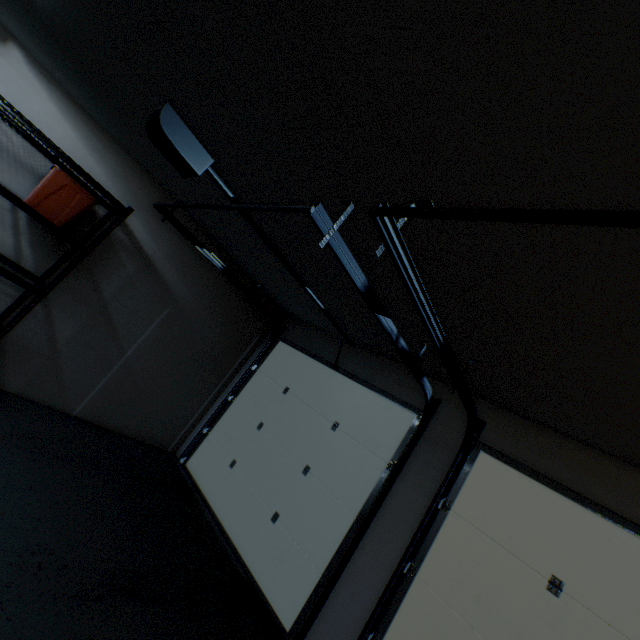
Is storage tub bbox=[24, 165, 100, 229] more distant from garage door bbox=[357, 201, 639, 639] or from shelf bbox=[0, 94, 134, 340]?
garage door bbox=[357, 201, 639, 639]

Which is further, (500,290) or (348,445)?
(348,445)

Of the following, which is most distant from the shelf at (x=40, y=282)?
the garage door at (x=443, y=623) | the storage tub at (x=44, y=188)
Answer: the garage door at (x=443, y=623)

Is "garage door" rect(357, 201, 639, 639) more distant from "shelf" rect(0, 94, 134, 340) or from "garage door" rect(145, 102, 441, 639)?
"shelf" rect(0, 94, 134, 340)

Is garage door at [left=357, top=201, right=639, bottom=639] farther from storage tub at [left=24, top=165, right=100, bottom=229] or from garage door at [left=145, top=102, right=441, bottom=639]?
storage tub at [left=24, top=165, right=100, bottom=229]

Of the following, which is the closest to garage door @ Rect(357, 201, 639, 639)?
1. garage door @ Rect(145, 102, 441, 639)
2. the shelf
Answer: garage door @ Rect(145, 102, 441, 639)

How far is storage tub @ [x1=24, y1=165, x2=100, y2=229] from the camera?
2.5m

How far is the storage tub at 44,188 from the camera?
2.46m
